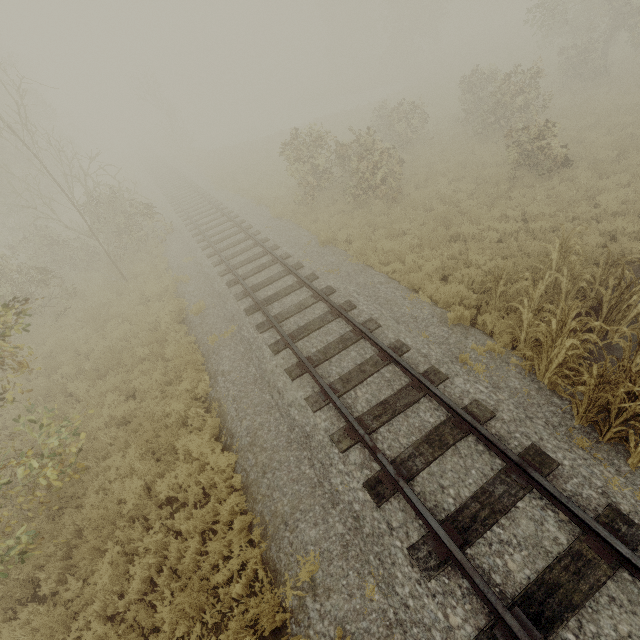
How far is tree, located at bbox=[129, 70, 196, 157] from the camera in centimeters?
3388cm

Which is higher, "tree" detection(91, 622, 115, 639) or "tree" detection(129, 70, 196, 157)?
"tree" detection(129, 70, 196, 157)

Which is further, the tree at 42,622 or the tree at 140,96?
the tree at 140,96

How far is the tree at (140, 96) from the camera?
33.88m

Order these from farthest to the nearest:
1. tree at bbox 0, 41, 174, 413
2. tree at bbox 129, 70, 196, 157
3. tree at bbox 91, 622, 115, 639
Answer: tree at bbox 129, 70, 196, 157
tree at bbox 0, 41, 174, 413
tree at bbox 91, 622, 115, 639

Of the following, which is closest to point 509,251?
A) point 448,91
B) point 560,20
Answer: point 448,91

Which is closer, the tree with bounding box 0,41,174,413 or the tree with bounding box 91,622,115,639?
the tree with bounding box 91,622,115,639
